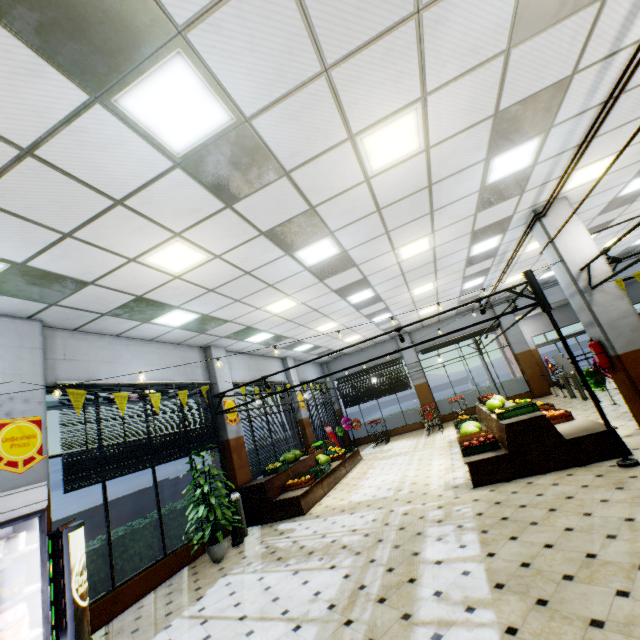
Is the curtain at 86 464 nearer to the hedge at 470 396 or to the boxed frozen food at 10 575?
the boxed frozen food at 10 575

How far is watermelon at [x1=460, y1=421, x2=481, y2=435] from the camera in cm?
803

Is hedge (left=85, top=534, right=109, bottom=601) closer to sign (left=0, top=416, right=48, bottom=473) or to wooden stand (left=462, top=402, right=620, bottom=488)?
sign (left=0, top=416, right=48, bottom=473)

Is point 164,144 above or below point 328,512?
above

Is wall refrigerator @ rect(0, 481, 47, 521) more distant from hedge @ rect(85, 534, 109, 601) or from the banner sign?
the banner sign

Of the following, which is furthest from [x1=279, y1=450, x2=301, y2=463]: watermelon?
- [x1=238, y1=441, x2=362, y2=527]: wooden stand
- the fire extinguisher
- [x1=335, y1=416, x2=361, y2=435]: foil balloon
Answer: the fire extinguisher

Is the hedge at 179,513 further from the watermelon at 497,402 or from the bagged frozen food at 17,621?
the watermelon at 497,402

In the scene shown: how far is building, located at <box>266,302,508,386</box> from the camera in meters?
15.7
